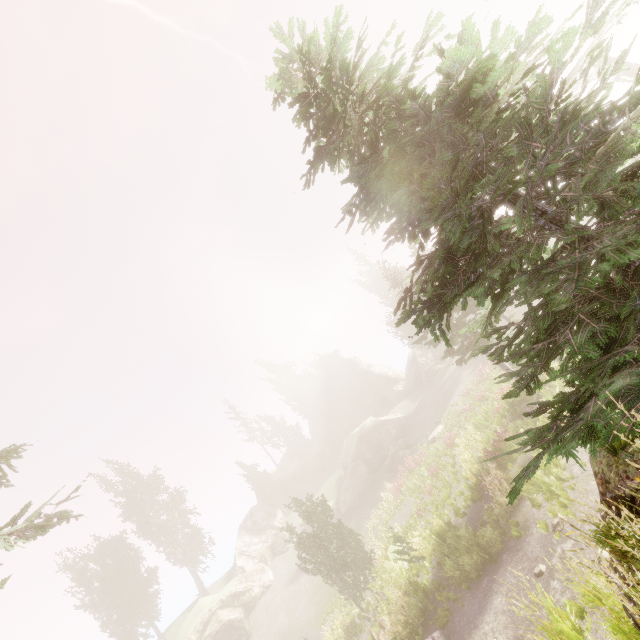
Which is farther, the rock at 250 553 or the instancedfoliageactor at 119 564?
the instancedfoliageactor at 119 564

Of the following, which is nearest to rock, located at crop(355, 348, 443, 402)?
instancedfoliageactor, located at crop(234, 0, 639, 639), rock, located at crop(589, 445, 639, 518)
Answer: instancedfoliageactor, located at crop(234, 0, 639, 639)

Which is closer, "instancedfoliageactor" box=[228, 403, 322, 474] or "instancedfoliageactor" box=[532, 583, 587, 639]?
"instancedfoliageactor" box=[532, 583, 587, 639]

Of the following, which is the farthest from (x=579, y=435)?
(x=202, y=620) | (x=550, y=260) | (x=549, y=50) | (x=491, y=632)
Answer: (x=202, y=620)

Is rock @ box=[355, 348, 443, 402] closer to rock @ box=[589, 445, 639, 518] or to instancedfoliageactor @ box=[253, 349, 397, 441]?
instancedfoliageactor @ box=[253, 349, 397, 441]

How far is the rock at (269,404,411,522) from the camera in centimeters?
3578cm

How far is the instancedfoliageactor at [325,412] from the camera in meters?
54.2 m
